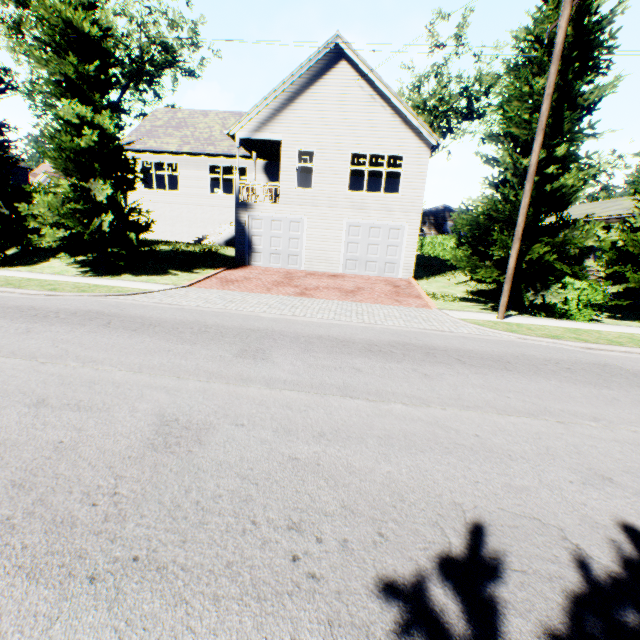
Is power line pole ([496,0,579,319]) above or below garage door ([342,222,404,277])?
above

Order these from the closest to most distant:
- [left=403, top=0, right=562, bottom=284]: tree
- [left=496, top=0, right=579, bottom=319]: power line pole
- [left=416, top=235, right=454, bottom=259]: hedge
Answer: [left=496, top=0, right=579, bottom=319]: power line pole
[left=403, top=0, right=562, bottom=284]: tree
[left=416, top=235, right=454, bottom=259]: hedge

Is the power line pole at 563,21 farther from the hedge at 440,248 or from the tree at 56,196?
the hedge at 440,248

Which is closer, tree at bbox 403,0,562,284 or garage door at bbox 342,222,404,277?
tree at bbox 403,0,562,284

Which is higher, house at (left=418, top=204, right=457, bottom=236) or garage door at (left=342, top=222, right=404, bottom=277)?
house at (left=418, top=204, right=457, bottom=236)

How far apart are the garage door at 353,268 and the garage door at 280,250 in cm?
216

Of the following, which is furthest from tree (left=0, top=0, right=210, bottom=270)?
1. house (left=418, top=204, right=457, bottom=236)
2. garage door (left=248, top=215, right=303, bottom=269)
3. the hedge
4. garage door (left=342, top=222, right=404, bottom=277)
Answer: garage door (left=248, top=215, right=303, bottom=269)

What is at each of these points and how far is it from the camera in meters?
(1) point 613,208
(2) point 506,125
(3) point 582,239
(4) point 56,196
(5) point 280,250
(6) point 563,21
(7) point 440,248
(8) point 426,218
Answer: (1) house, 18.0 m
(2) tree, 11.8 m
(3) tree, 10.8 m
(4) tree, 12.6 m
(5) garage door, 18.3 m
(6) power line pole, 8.8 m
(7) hedge, 28.9 m
(8) house, 43.6 m
